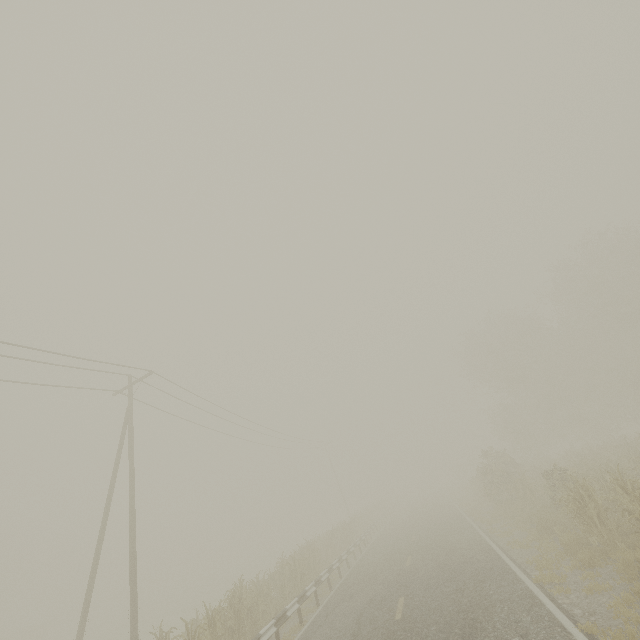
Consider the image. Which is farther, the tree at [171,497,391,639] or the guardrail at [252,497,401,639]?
the tree at [171,497,391,639]

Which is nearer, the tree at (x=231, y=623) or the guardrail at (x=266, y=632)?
the guardrail at (x=266, y=632)

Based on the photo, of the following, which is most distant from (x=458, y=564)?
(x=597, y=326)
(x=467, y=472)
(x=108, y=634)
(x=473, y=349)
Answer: (x=467, y=472)
